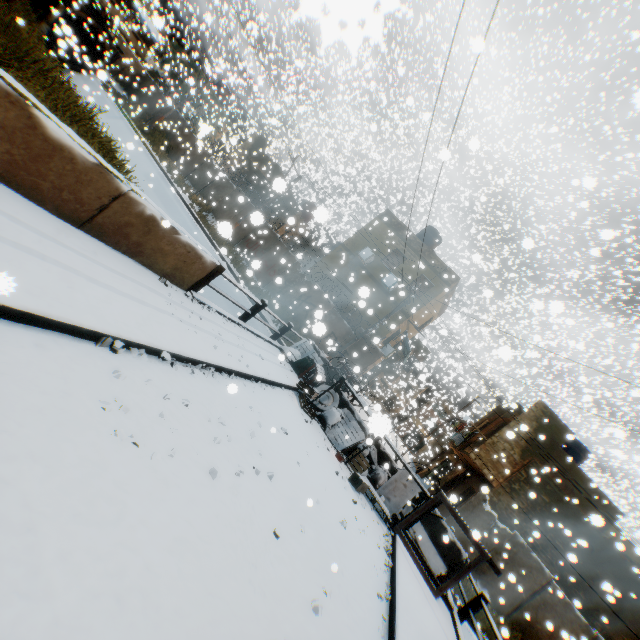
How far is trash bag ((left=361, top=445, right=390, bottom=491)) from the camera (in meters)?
9.94

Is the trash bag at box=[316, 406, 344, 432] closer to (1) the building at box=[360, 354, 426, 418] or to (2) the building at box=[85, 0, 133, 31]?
(1) the building at box=[360, 354, 426, 418]

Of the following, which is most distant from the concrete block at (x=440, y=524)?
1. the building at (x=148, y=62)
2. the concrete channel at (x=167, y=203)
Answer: the building at (x=148, y=62)

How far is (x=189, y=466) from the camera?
3.38m

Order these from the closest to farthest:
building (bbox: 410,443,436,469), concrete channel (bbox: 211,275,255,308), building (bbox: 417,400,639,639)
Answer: building (bbox: 417,400,639,639)
concrete channel (bbox: 211,275,255,308)
building (bbox: 410,443,436,469)

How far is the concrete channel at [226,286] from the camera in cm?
1680

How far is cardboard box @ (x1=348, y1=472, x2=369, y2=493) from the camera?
8.3 meters

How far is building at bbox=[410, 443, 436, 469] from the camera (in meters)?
29.60
